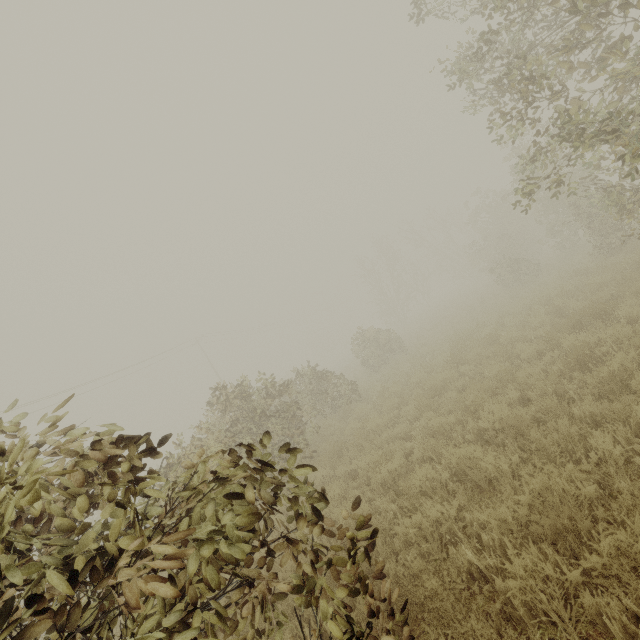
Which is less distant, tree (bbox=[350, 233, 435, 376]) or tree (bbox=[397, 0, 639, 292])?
tree (bbox=[397, 0, 639, 292])

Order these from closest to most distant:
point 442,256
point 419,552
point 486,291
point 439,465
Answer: point 419,552 < point 439,465 < point 486,291 < point 442,256

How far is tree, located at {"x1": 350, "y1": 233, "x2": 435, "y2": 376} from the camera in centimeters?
1807cm

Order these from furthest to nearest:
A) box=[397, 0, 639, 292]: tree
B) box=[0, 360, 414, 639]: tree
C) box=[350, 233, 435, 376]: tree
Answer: box=[350, 233, 435, 376]: tree, box=[397, 0, 639, 292]: tree, box=[0, 360, 414, 639]: tree

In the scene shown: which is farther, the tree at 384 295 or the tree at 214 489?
the tree at 384 295
